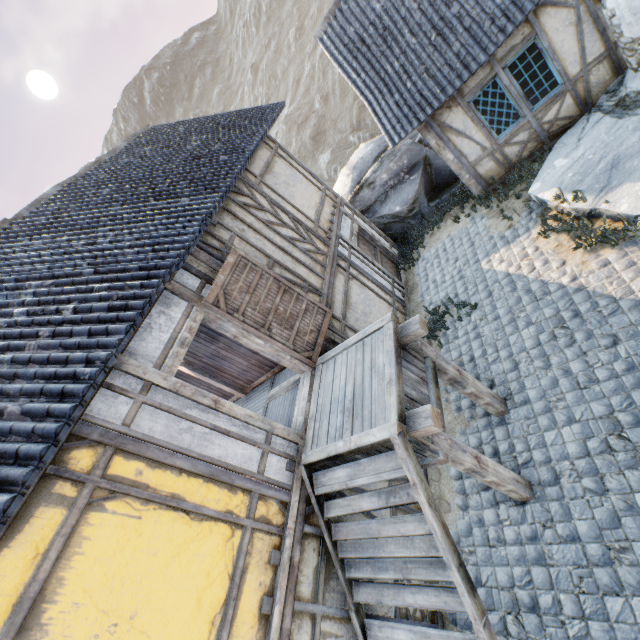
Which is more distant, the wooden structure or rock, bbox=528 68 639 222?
rock, bbox=528 68 639 222

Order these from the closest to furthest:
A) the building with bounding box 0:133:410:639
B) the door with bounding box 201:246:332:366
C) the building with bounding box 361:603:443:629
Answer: the building with bounding box 0:133:410:639 < the building with bounding box 361:603:443:629 < the door with bounding box 201:246:332:366

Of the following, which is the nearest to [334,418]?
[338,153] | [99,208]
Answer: [99,208]

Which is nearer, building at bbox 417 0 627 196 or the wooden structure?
the wooden structure

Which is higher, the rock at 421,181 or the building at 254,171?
the building at 254,171

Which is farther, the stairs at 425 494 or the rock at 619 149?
the rock at 619 149

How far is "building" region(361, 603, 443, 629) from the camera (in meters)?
4.30

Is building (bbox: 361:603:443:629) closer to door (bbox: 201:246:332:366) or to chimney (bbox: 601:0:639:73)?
door (bbox: 201:246:332:366)
